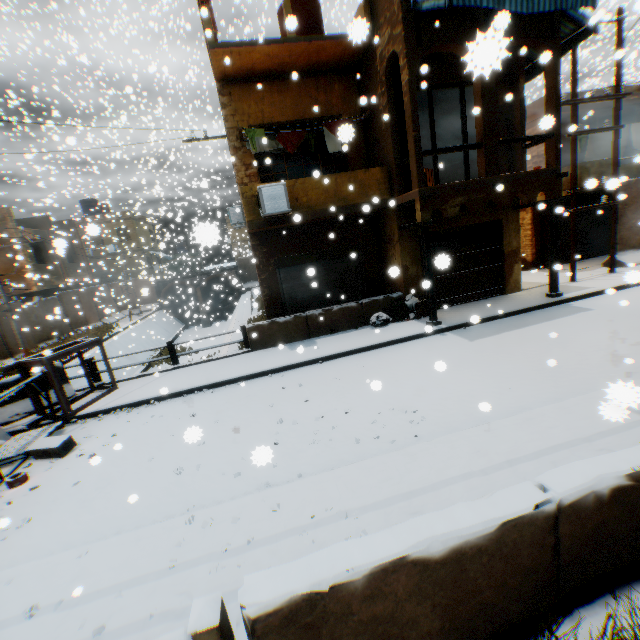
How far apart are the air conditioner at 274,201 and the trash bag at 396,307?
3.8m

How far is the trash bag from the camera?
10.76m

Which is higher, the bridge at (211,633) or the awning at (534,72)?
the awning at (534,72)

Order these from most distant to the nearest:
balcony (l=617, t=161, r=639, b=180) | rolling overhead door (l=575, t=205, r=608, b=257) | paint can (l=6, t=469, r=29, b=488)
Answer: rolling overhead door (l=575, t=205, r=608, b=257), balcony (l=617, t=161, r=639, b=180), paint can (l=6, t=469, r=29, b=488)

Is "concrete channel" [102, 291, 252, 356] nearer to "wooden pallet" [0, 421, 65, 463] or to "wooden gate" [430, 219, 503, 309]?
"wooden pallet" [0, 421, 65, 463]

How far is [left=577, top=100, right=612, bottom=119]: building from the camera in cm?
1373

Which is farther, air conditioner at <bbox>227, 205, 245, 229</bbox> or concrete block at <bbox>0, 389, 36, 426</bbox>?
air conditioner at <bbox>227, 205, 245, 229</bbox>

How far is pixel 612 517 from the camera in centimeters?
262cm
